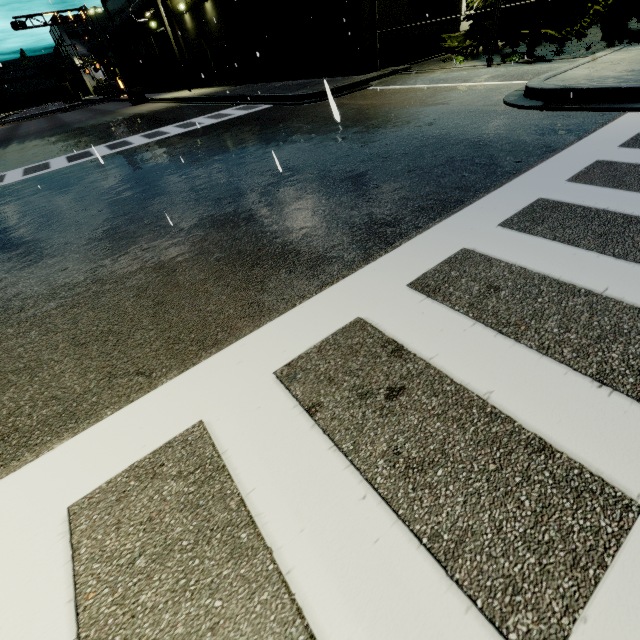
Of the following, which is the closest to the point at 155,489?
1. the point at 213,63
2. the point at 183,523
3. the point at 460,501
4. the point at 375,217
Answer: the point at 183,523

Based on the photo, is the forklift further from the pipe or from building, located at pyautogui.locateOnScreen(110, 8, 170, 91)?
building, located at pyautogui.locateOnScreen(110, 8, 170, 91)

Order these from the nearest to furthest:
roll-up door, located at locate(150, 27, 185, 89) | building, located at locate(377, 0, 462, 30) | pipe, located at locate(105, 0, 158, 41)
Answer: building, located at locate(377, 0, 462, 30), pipe, located at locate(105, 0, 158, 41), roll-up door, located at locate(150, 27, 185, 89)

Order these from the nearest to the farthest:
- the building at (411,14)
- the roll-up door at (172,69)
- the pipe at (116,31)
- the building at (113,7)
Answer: the building at (411,14)
the pipe at (116,31)
the roll-up door at (172,69)
the building at (113,7)

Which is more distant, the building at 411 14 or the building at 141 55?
the building at 141 55

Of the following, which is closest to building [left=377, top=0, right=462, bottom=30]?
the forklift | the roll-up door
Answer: the roll-up door
